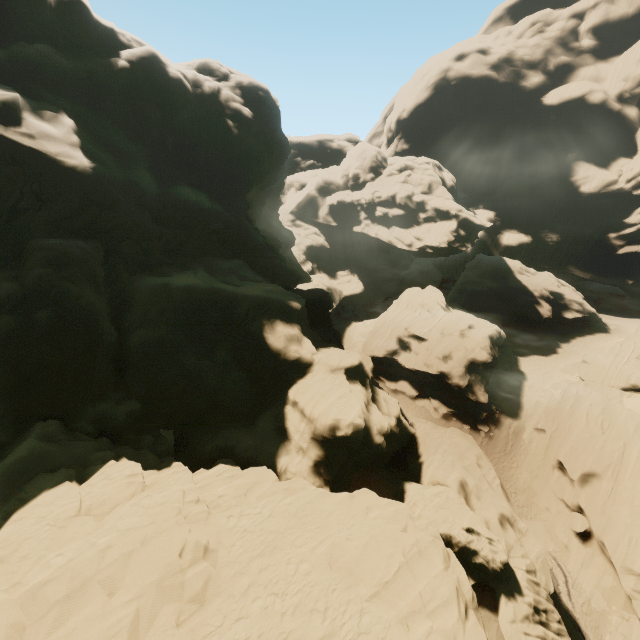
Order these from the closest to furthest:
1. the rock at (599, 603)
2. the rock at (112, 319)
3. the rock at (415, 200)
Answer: the rock at (112, 319) → the rock at (599, 603) → the rock at (415, 200)

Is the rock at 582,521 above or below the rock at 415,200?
below

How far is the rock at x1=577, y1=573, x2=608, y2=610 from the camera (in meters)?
21.53

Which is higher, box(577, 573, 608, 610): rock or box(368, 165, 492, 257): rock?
box(368, 165, 492, 257): rock

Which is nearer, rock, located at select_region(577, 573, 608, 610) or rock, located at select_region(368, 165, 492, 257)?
rock, located at select_region(577, 573, 608, 610)

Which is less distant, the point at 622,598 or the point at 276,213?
the point at 622,598

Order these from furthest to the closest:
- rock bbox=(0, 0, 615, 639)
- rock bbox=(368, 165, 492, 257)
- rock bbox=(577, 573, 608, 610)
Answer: rock bbox=(368, 165, 492, 257)
rock bbox=(577, 573, 608, 610)
rock bbox=(0, 0, 615, 639)
